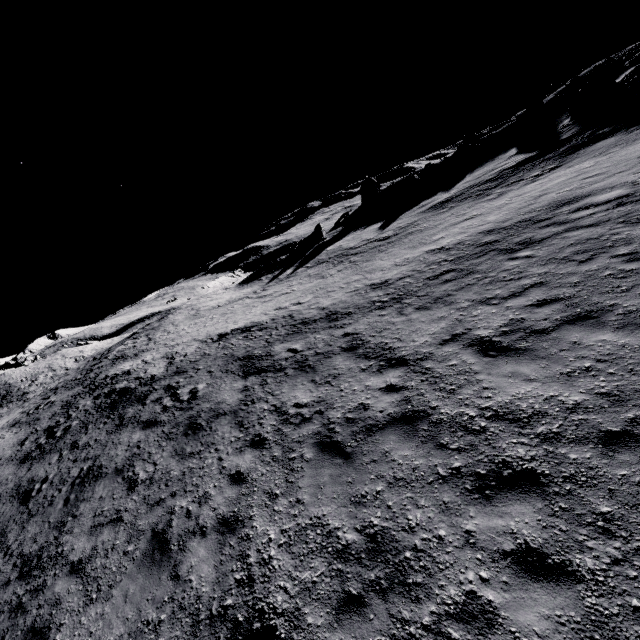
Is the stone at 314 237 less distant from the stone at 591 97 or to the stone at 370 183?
the stone at 370 183

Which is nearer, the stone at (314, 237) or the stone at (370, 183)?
the stone at (314, 237)

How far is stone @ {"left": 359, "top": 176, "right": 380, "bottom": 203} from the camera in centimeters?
4918cm

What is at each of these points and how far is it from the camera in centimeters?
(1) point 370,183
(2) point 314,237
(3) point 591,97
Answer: (1) stone, 5016cm
(2) stone, 4134cm
(3) stone, 2612cm

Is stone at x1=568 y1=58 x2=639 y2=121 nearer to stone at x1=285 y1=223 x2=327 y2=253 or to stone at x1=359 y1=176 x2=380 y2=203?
stone at x1=359 y1=176 x2=380 y2=203

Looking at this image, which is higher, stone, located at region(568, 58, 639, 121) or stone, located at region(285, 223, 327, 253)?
stone, located at region(568, 58, 639, 121)

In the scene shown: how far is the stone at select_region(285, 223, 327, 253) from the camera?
41.16m
